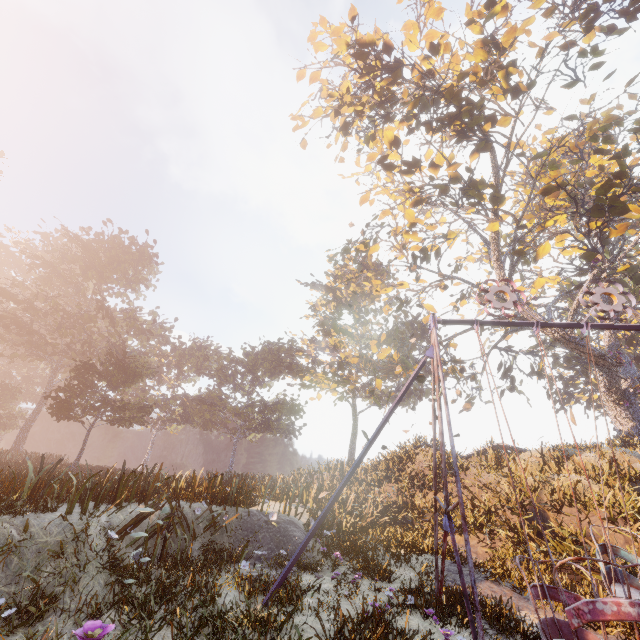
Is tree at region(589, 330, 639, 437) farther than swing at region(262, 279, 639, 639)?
Yes

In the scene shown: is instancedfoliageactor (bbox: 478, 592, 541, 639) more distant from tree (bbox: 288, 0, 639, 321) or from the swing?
tree (bbox: 288, 0, 639, 321)

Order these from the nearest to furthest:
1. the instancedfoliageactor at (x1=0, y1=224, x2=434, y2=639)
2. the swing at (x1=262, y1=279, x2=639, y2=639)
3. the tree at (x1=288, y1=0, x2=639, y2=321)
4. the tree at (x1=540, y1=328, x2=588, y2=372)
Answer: the swing at (x1=262, y1=279, x2=639, y2=639) < the instancedfoliageactor at (x1=0, y1=224, x2=434, y2=639) < the tree at (x1=288, y1=0, x2=639, y2=321) < the tree at (x1=540, y1=328, x2=588, y2=372)

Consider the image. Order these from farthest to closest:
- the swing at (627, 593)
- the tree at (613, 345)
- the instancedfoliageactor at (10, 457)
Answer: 1. the tree at (613, 345)
2. the instancedfoliageactor at (10, 457)
3. the swing at (627, 593)

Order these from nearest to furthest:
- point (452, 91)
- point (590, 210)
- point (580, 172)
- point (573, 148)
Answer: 1. point (452, 91)
2. point (590, 210)
3. point (573, 148)
4. point (580, 172)

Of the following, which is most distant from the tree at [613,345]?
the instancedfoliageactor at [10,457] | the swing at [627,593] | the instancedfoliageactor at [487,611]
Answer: the instancedfoliageactor at [10,457]

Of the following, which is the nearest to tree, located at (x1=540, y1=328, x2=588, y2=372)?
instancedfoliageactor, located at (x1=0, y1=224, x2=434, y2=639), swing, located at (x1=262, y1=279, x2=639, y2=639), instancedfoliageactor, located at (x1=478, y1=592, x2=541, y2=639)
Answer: swing, located at (x1=262, y1=279, x2=639, y2=639)

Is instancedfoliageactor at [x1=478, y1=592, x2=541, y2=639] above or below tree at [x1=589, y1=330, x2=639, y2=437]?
below
